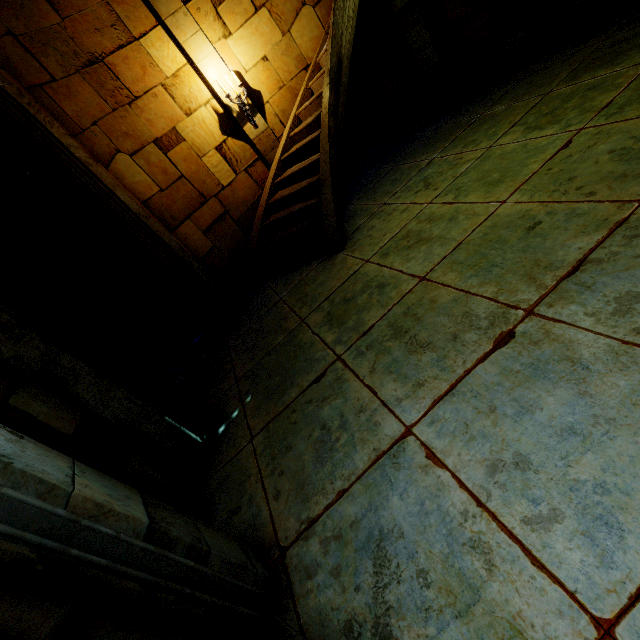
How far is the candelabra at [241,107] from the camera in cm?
596

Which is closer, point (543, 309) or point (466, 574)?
point (466, 574)

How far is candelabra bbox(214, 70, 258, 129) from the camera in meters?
6.0
